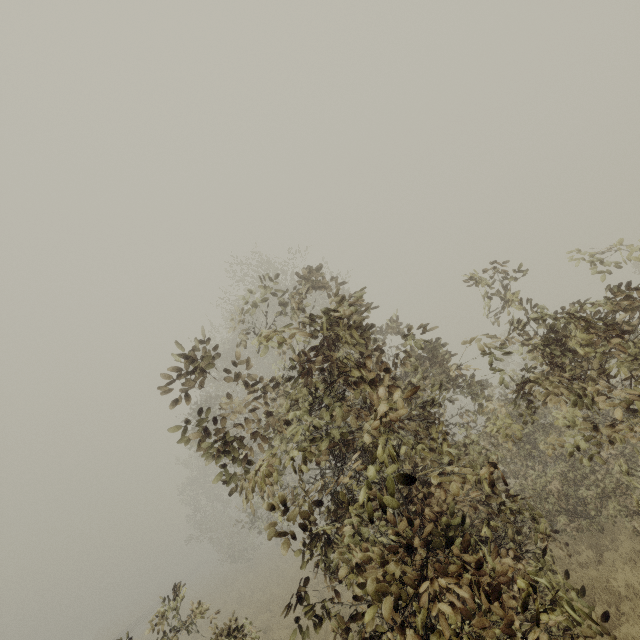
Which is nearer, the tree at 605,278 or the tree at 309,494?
the tree at 309,494

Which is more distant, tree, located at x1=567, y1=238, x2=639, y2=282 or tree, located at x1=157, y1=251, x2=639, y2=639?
tree, located at x1=567, y1=238, x2=639, y2=282

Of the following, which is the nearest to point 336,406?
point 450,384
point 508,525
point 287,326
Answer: point 287,326
